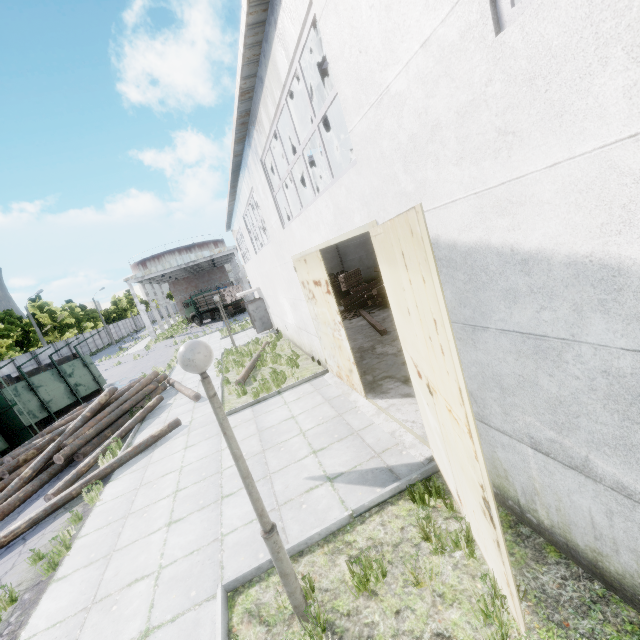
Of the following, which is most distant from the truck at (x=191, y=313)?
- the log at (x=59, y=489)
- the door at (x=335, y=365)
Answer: the door at (x=335, y=365)

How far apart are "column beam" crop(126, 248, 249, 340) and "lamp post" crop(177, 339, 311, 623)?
47.39m

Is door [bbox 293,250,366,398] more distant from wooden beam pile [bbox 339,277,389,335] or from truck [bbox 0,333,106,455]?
truck [bbox 0,333,106,455]

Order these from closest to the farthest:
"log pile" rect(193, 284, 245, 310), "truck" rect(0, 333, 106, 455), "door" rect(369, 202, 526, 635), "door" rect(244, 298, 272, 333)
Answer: "door" rect(369, 202, 526, 635) < "truck" rect(0, 333, 106, 455) < "door" rect(244, 298, 272, 333) < "log pile" rect(193, 284, 245, 310)

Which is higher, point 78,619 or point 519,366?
point 519,366

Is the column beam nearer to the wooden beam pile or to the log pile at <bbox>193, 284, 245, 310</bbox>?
the log pile at <bbox>193, 284, 245, 310</bbox>

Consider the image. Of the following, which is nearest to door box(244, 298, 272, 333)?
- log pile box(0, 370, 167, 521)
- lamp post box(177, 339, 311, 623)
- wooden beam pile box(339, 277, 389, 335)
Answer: wooden beam pile box(339, 277, 389, 335)

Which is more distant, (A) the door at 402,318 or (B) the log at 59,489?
(B) the log at 59,489
